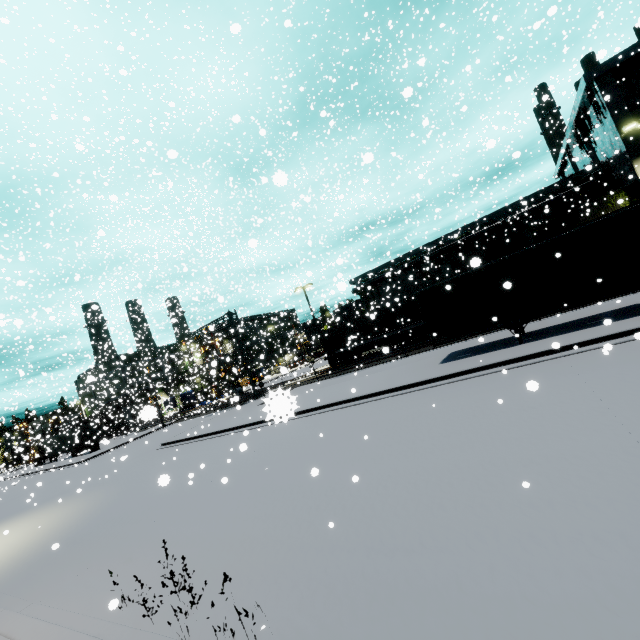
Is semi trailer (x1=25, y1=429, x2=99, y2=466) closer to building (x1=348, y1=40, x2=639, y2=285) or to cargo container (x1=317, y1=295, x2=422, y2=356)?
building (x1=348, y1=40, x2=639, y2=285)

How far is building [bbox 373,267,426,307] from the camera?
44.4 meters

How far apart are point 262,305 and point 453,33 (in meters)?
21.81

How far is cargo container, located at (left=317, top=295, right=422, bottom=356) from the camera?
27.58m

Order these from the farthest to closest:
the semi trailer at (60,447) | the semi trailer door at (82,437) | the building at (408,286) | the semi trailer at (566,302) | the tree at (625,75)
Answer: the building at (408,286) → the semi trailer at (60,447) → the semi trailer door at (82,437) → the tree at (625,75) → the semi trailer at (566,302)

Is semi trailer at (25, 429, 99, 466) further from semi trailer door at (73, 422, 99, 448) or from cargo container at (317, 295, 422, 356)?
cargo container at (317, 295, 422, 356)

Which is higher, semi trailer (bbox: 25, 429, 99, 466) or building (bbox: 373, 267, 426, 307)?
building (bbox: 373, 267, 426, 307)

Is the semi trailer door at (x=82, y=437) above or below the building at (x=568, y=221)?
below
